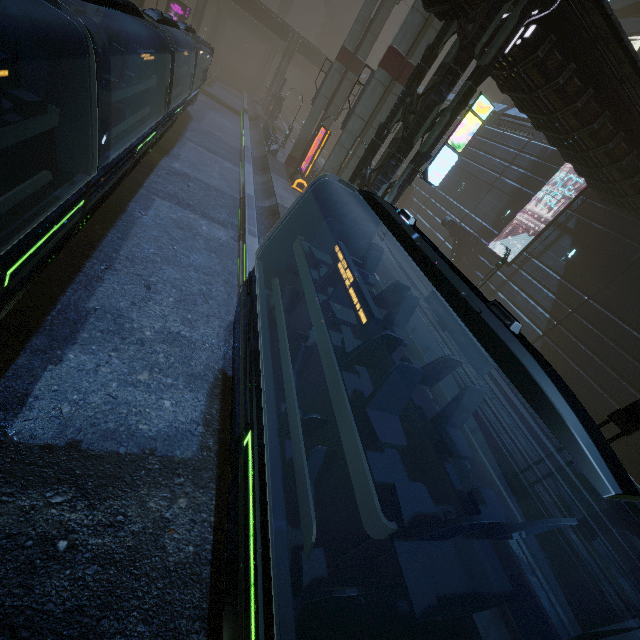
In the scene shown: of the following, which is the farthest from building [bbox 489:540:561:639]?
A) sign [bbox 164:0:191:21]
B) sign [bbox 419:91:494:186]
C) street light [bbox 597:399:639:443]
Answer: street light [bbox 597:399:639:443]

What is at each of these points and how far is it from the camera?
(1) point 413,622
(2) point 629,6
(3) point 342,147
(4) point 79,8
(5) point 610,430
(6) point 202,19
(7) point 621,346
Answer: (1) train, 4.4 meters
(2) building, 32.2 meters
(3) sm, 20.2 meters
(4) sm, 14.7 meters
(5) building, 14.9 meters
(6) building, 49.5 meters
(7) building, 15.3 meters

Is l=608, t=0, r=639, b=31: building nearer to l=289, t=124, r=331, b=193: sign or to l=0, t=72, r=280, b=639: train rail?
l=0, t=72, r=280, b=639: train rail

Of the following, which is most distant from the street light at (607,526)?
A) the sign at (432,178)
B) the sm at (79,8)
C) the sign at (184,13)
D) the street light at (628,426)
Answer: the sign at (184,13)

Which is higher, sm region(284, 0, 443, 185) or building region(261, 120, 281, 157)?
sm region(284, 0, 443, 185)

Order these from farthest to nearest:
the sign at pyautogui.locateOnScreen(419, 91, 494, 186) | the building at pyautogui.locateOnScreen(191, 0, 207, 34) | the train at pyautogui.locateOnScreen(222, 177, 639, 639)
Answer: the building at pyautogui.locateOnScreen(191, 0, 207, 34)
the sign at pyautogui.locateOnScreen(419, 91, 494, 186)
the train at pyautogui.locateOnScreen(222, 177, 639, 639)

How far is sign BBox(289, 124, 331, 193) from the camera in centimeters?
2367cm

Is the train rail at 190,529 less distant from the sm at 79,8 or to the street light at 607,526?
the sm at 79,8
